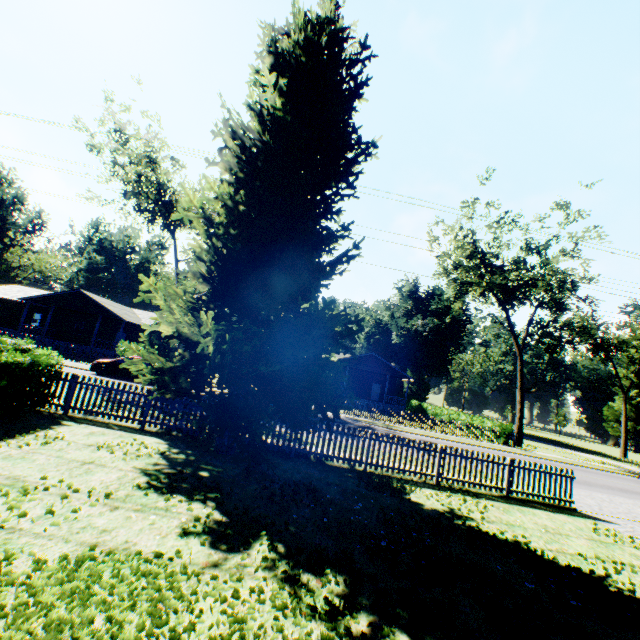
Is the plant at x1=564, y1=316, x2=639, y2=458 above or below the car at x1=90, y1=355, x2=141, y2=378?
above

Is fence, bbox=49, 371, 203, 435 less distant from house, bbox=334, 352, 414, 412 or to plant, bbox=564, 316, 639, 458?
house, bbox=334, 352, 414, 412

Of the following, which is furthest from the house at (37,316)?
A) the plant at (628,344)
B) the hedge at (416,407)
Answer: A: the plant at (628,344)

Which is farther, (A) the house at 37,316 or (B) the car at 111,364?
(A) the house at 37,316

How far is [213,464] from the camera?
8.43m

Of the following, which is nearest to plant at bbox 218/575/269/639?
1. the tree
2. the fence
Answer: the fence

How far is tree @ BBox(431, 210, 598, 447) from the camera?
27.1m

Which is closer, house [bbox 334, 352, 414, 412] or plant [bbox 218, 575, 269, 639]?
plant [bbox 218, 575, 269, 639]
